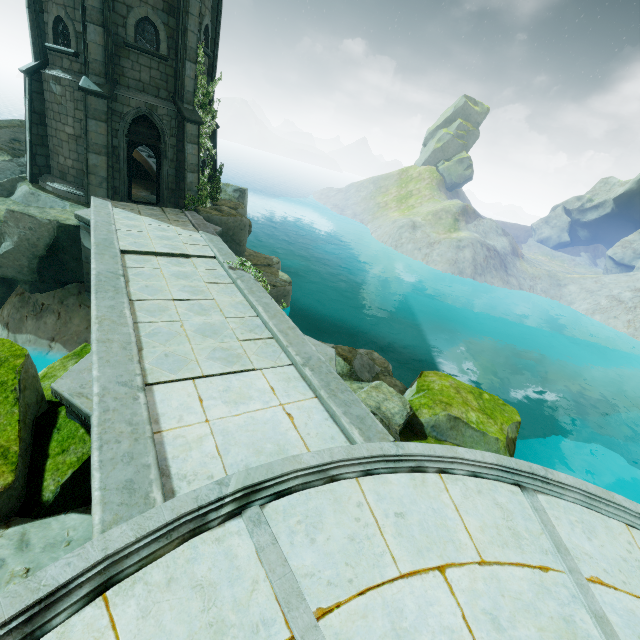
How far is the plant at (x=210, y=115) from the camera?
13.97m

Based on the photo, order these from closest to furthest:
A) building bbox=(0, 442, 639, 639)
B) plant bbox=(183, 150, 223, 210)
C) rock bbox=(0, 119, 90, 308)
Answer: building bbox=(0, 442, 639, 639) → rock bbox=(0, 119, 90, 308) → plant bbox=(183, 150, 223, 210)

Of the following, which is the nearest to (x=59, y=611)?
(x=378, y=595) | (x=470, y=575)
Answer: (x=378, y=595)

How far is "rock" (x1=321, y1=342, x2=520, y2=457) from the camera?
9.7m

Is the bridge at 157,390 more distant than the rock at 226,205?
No

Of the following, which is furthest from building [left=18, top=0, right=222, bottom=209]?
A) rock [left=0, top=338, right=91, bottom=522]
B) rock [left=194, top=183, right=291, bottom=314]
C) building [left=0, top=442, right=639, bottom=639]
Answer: building [left=0, top=442, right=639, bottom=639]

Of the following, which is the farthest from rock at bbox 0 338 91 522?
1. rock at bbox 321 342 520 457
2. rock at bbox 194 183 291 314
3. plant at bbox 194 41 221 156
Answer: plant at bbox 194 41 221 156

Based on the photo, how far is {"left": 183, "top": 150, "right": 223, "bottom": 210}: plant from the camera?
15.0 meters
